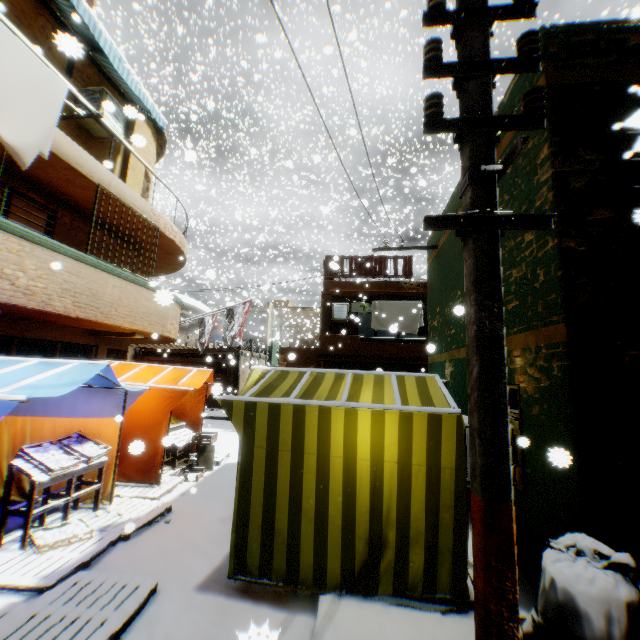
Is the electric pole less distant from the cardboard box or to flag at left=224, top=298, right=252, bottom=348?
flag at left=224, top=298, right=252, bottom=348

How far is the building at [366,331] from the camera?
22.0 meters

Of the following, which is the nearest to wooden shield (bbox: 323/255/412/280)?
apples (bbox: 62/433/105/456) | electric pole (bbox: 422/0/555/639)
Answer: electric pole (bbox: 422/0/555/639)

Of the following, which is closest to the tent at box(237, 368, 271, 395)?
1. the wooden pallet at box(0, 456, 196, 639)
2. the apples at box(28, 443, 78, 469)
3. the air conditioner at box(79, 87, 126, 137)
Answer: the wooden pallet at box(0, 456, 196, 639)

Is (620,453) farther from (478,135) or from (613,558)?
(478,135)

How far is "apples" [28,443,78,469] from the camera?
4.7m

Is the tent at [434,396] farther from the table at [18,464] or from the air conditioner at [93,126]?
the air conditioner at [93,126]

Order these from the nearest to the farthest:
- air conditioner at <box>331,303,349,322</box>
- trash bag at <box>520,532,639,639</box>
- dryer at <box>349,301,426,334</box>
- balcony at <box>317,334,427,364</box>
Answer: trash bag at <box>520,532,639,639</box>, balcony at <box>317,334,427,364</box>, dryer at <box>349,301,426,334</box>, air conditioner at <box>331,303,349,322</box>
